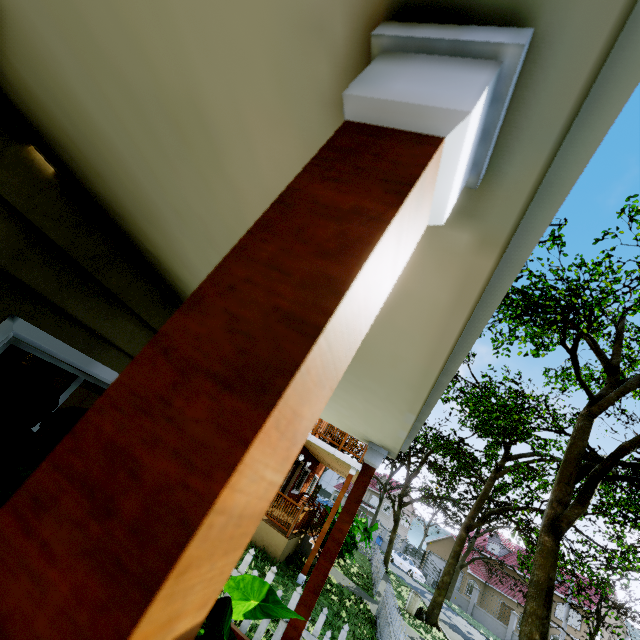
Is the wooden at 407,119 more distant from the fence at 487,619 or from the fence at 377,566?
the fence at 487,619

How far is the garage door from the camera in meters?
39.7

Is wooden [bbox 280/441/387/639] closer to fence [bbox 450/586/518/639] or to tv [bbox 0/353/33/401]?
tv [bbox 0/353/33/401]

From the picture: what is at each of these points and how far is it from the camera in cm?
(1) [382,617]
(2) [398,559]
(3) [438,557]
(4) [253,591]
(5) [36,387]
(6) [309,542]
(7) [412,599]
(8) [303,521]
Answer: (1) fence, 984
(2) car, 3425
(3) garage door, 4056
(4) plant, 149
(5) plant, 127
(6) stairs, 1268
(7) trash can, 1543
(8) wooden rail, 1149

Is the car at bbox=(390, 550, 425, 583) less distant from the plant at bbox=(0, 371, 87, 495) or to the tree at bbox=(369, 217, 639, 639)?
the tree at bbox=(369, 217, 639, 639)

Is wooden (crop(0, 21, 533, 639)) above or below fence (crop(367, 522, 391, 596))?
above

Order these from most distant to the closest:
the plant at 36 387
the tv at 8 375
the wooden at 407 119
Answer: the tv at 8 375
the plant at 36 387
the wooden at 407 119

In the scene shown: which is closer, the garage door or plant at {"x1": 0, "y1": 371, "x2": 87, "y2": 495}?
plant at {"x1": 0, "y1": 371, "x2": 87, "y2": 495}
